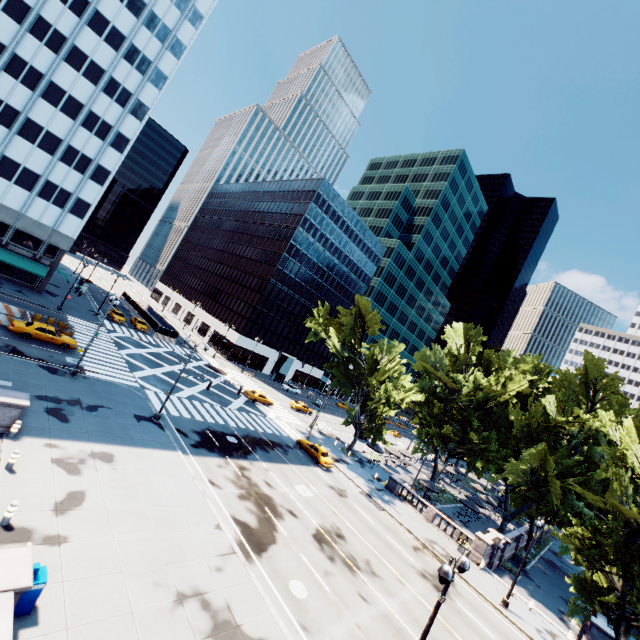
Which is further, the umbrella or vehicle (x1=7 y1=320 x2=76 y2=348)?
the umbrella

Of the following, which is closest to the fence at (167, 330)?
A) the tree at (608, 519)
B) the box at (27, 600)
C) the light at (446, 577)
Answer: the tree at (608, 519)

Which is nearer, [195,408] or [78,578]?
[78,578]

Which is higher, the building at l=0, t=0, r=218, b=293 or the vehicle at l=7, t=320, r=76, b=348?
the building at l=0, t=0, r=218, b=293

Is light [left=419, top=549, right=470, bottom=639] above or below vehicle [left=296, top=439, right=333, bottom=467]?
above

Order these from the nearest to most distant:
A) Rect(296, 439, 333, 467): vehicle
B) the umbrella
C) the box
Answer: the box, Rect(296, 439, 333, 467): vehicle, the umbrella

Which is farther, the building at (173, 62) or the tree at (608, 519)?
the building at (173, 62)

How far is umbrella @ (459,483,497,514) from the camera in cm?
4084
